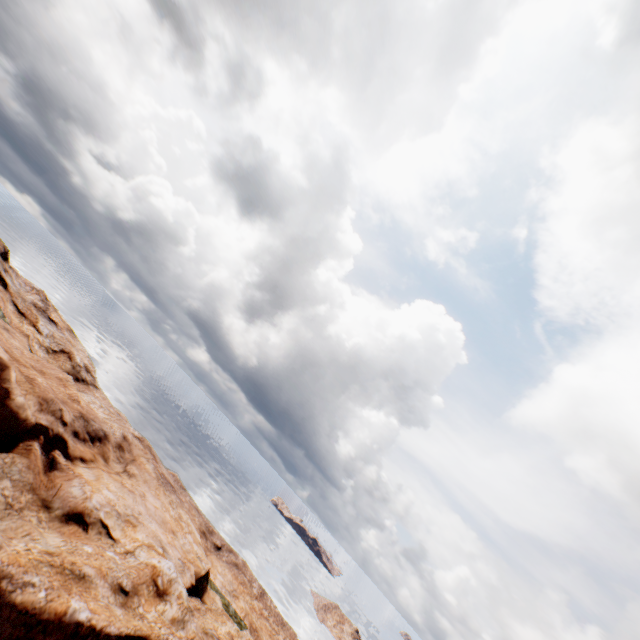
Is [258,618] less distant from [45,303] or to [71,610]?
[71,610]
